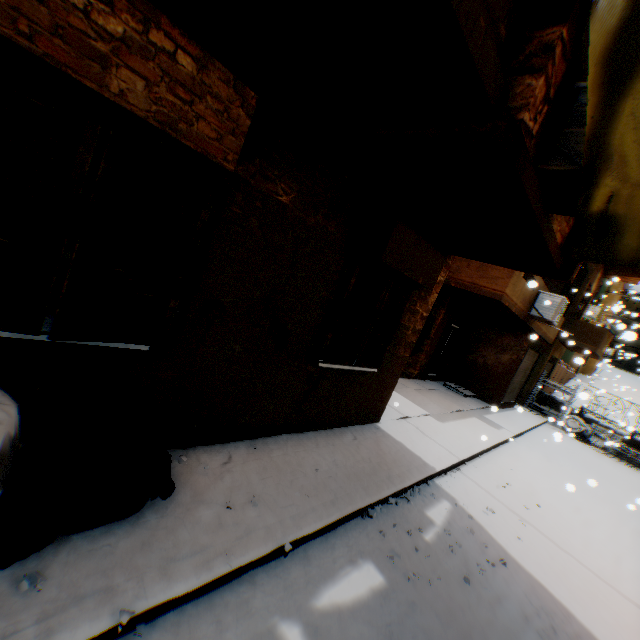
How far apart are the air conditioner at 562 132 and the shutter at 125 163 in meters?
2.8

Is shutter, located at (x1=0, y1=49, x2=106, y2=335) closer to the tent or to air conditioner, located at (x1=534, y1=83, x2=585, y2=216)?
the tent

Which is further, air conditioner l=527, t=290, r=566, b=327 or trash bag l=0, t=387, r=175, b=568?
air conditioner l=527, t=290, r=566, b=327

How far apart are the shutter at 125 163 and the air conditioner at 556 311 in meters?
10.5 m

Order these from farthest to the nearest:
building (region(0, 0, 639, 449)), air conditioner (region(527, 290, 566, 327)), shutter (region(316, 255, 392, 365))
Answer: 1. air conditioner (region(527, 290, 566, 327))
2. shutter (region(316, 255, 392, 365))
3. building (region(0, 0, 639, 449))

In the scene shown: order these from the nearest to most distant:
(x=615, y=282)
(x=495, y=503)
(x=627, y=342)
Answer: (x=495, y=503) < (x=615, y=282) < (x=627, y=342)

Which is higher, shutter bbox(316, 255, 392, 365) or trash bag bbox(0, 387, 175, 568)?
shutter bbox(316, 255, 392, 365)

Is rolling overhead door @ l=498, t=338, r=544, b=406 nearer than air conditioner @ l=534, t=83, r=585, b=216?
No
